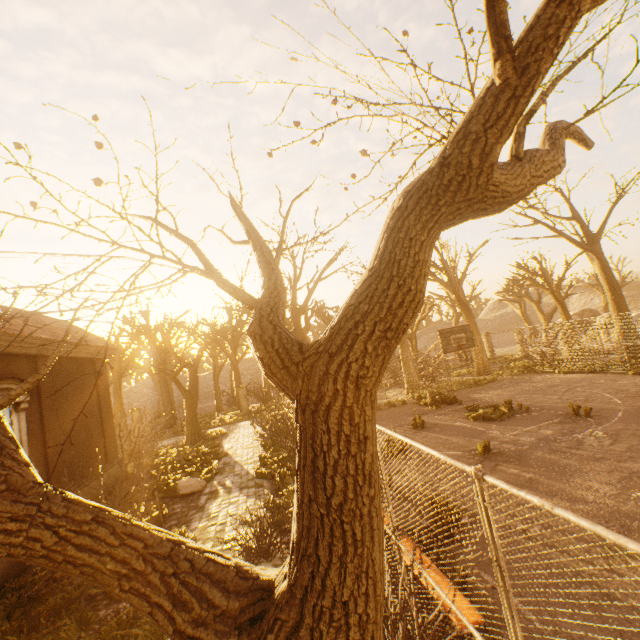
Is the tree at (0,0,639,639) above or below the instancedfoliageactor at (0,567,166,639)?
above

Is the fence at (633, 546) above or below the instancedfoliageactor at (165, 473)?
above

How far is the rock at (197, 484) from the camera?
11.2 meters

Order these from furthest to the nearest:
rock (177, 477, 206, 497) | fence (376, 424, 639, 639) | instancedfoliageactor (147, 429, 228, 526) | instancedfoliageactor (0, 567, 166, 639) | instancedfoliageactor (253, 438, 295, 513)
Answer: rock (177, 477, 206, 497) → instancedfoliageactor (147, 429, 228, 526) → instancedfoliageactor (253, 438, 295, 513) → instancedfoliageactor (0, 567, 166, 639) → fence (376, 424, 639, 639)

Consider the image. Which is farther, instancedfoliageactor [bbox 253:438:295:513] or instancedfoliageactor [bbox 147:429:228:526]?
instancedfoliageactor [bbox 147:429:228:526]

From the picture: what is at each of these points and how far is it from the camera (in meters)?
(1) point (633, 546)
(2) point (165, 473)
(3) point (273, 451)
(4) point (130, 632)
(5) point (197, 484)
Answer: (1) fence, 1.31
(2) instancedfoliageactor, 13.73
(3) instancedfoliageactor, 14.42
(4) instancedfoliageactor, 5.09
(5) rock, 11.43

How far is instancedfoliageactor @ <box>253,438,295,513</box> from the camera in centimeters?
882cm

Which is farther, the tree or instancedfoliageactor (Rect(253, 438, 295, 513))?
instancedfoliageactor (Rect(253, 438, 295, 513))
